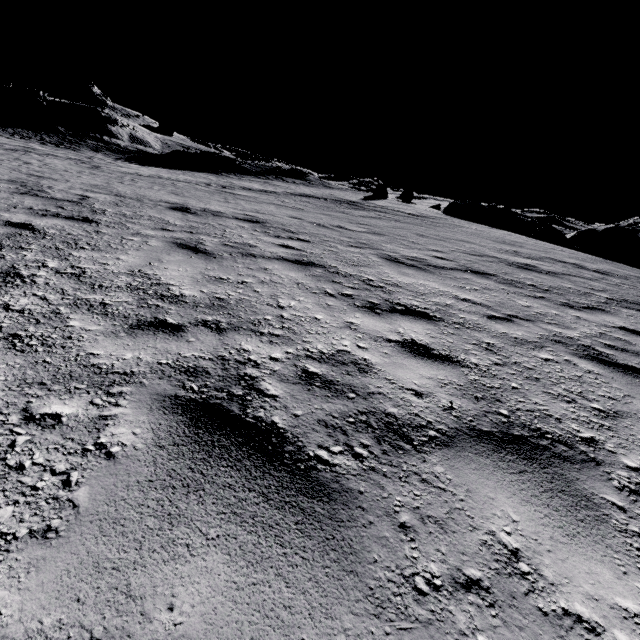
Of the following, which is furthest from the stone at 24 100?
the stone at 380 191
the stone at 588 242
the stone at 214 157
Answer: the stone at 588 242

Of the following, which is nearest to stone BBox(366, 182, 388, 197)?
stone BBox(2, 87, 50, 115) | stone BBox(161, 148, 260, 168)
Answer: stone BBox(161, 148, 260, 168)

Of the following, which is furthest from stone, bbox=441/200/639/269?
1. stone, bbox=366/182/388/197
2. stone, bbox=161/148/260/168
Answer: stone, bbox=161/148/260/168

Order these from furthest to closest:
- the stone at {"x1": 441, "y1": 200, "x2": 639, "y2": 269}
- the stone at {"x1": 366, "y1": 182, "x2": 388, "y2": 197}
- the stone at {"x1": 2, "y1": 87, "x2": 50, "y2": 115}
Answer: the stone at {"x1": 2, "y1": 87, "x2": 50, "y2": 115}, the stone at {"x1": 366, "y1": 182, "x2": 388, "y2": 197}, the stone at {"x1": 441, "y1": 200, "x2": 639, "y2": 269}

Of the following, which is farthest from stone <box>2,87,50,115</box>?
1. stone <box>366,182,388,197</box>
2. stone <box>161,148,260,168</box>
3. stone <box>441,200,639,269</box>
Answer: stone <box>441,200,639,269</box>

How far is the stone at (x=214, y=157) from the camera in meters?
33.8

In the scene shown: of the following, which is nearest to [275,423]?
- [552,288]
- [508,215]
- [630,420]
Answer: [630,420]
